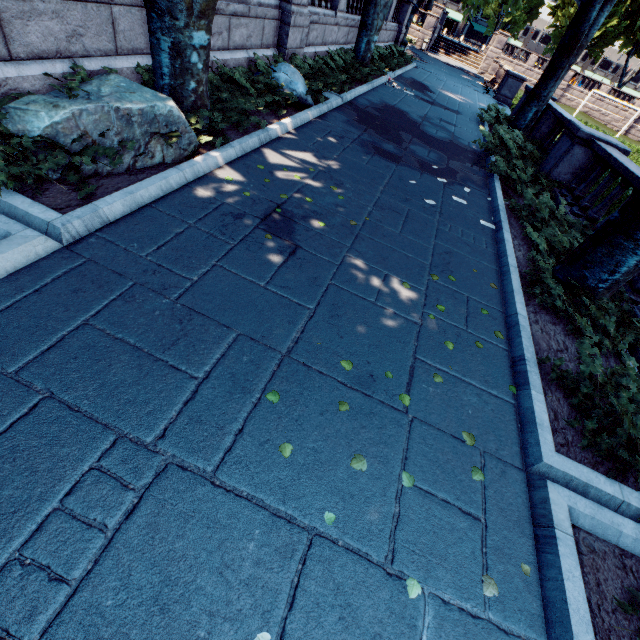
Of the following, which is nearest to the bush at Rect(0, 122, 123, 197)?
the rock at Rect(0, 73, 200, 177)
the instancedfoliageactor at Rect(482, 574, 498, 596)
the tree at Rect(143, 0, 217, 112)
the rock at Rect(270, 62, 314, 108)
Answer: the rock at Rect(0, 73, 200, 177)

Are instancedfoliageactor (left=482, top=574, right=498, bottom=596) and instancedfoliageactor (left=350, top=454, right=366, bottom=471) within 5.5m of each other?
yes

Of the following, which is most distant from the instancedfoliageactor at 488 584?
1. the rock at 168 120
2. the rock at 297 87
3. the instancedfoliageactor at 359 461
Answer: the rock at 297 87

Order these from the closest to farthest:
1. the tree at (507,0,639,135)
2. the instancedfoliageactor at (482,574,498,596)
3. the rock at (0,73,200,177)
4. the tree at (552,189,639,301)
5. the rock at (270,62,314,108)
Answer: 1. the instancedfoliageactor at (482,574,498,596)
2. the rock at (0,73,200,177)
3. the tree at (552,189,639,301)
4. the rock at (270,62,314,108)
5. the tree at (507,0,639,135)

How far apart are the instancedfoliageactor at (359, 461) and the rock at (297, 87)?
8.6 meters

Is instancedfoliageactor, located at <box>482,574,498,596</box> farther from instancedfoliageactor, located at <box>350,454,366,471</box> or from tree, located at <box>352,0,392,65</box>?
tree, located at <box>352,0,392,65</box>

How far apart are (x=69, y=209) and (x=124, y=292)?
1.4m

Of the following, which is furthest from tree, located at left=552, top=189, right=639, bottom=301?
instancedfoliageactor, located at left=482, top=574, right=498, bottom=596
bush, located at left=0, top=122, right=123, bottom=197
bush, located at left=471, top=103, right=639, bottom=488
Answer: instancedfoliageactor, located at left=482, top=574, right=498, bottom=596
